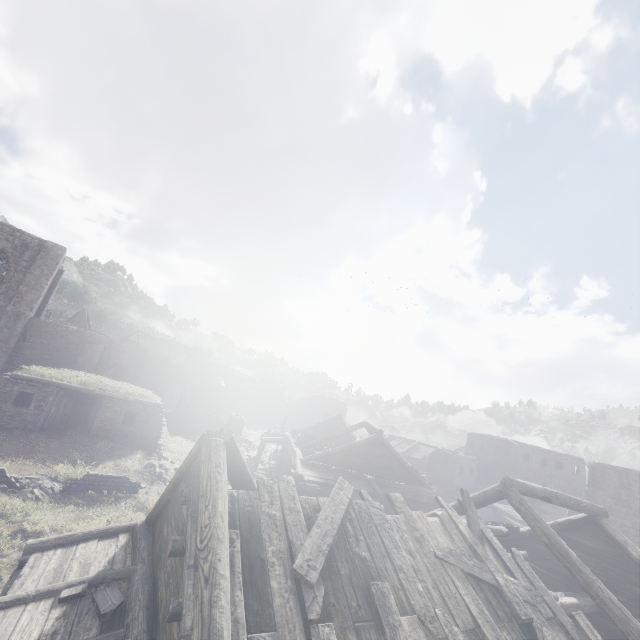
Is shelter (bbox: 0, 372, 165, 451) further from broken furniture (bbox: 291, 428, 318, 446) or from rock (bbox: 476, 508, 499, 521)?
rock (bbox: 476, 508, 499, 521)

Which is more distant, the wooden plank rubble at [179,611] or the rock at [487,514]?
the rock at [487,514]

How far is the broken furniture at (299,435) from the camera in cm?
2484

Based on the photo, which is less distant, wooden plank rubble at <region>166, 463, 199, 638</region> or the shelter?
wooden plank rubble at <region>166, 463, 199, 638</region>

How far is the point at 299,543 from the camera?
5.1m

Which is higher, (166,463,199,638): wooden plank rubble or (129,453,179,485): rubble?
(166,463,199,638): wooden plank rubble

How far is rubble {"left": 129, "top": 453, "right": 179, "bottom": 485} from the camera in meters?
17.8

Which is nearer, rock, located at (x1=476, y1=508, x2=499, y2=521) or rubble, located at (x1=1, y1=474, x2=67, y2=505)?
rubble, located at (x1=1, y1=474, x2=67, y2=505)
